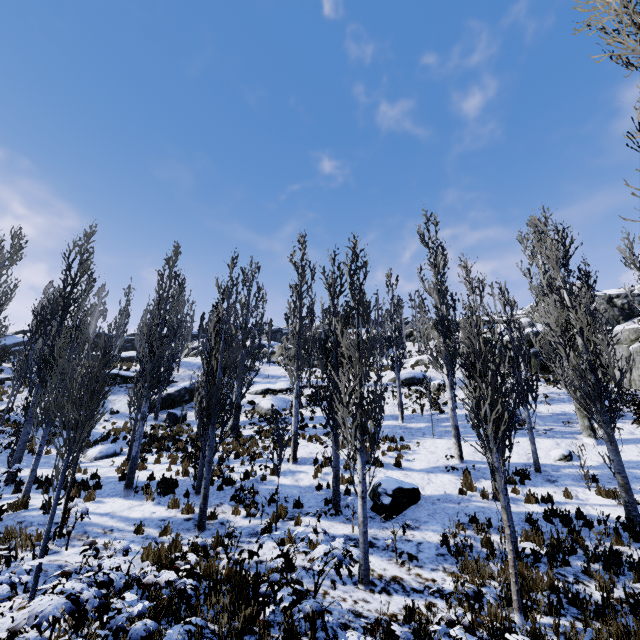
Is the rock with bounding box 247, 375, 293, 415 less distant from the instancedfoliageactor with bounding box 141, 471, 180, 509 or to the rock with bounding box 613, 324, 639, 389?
the instancedfoliageactor with bounding box 141, 471, 180, 509

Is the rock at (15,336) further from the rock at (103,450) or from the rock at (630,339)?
the rock at (103,450)

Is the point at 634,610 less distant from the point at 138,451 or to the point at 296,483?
the point at 296,483

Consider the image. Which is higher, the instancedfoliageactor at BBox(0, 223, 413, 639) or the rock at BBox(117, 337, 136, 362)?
the rock at BBox(117, 337, 136, 362)

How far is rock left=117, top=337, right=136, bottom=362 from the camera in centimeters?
4316cm

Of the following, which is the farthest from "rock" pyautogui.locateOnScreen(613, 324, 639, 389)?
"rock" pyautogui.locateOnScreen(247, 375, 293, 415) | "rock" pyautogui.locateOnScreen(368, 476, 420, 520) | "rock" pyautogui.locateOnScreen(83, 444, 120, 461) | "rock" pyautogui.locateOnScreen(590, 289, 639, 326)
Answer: "rock" pyautogui.locateOnScreen(83, 444, 120, 461)

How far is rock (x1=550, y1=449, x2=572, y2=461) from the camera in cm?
1362

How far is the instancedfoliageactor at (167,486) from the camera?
9.60m
